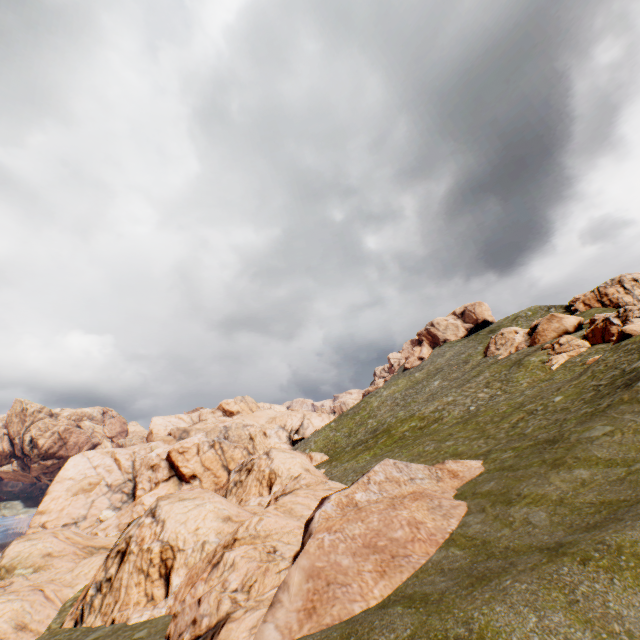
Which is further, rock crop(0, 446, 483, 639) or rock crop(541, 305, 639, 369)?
rock crop(541, 305, 639, 369)

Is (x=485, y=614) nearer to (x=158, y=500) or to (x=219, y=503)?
(x=219, y=503)

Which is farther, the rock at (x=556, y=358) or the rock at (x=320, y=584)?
the rock at (x=556, y=358)

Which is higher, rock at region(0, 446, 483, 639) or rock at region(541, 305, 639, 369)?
rock at region(541, 305, 639, 369)

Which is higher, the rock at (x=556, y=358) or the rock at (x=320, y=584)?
the rock at (x=556, y=358)
